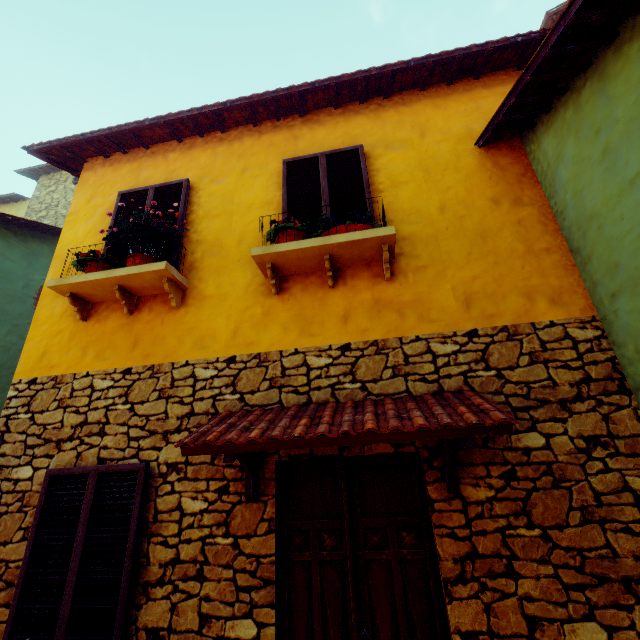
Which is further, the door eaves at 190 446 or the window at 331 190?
the window at 331 190

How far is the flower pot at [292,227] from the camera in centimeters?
350cm

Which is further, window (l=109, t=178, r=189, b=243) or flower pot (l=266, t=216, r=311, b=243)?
window (l=109, t=178, r=189, b=243)

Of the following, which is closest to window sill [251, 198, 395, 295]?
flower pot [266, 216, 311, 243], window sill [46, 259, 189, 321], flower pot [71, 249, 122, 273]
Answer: flower pot [266, 216, 311, 243]

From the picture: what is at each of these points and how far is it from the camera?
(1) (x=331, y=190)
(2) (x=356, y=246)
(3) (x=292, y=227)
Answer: (1) window, 4.0m
(2) window sill, 3.3m
(3) flower pot, 3.5m

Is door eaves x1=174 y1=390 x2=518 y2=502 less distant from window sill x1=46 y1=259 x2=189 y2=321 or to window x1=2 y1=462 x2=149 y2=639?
window x1=2 y1=462 x2=149 y2=639

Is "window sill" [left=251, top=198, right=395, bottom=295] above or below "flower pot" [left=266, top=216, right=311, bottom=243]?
below

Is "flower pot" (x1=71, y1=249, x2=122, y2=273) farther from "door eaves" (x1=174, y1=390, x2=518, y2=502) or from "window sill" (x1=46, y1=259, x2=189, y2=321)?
"door eaves" (x1=174, y1=390, x2=518, y2=502)
